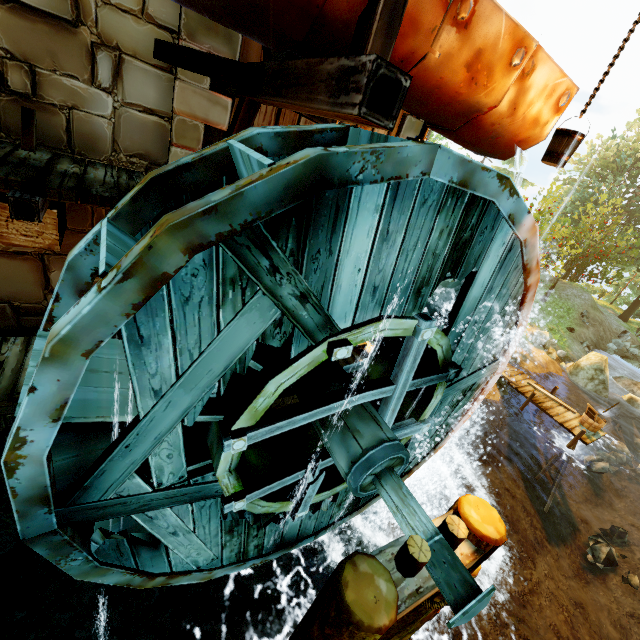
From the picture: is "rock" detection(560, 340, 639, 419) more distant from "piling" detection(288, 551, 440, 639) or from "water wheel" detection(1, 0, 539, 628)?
"piling" detection(288, 551, 440, 639)

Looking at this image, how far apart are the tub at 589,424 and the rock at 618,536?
3.0 meters

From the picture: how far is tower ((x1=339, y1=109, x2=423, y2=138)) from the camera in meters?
5.4 m

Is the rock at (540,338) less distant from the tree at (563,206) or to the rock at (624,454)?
the tree at (563,206)

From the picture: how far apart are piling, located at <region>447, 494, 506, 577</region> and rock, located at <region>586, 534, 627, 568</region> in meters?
7.8

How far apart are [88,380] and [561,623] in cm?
1153

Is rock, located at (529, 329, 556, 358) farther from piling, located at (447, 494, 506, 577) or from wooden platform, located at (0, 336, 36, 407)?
wooden platform, located at (0, 336, 36, 407)

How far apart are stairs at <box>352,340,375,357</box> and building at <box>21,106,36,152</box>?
5.48m
